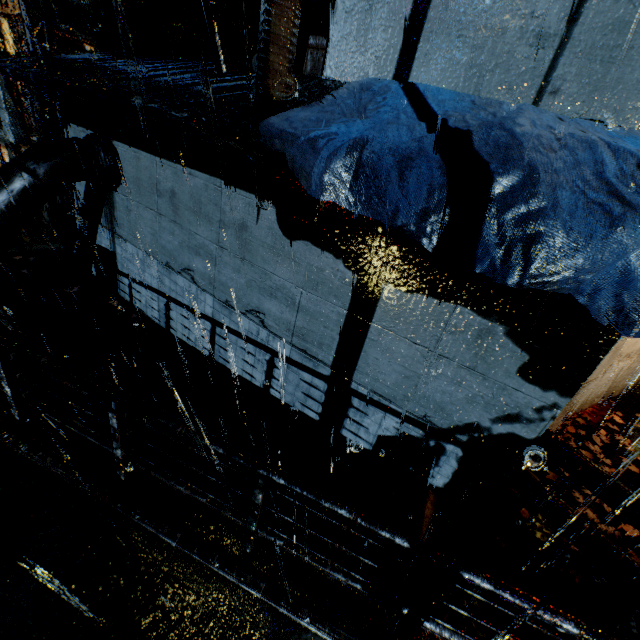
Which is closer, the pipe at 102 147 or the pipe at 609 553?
the pipe at 609 553

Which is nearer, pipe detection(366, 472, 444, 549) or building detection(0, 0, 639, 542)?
building detection(0, 0, 639, 542)

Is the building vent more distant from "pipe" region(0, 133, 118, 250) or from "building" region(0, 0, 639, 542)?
"pipe" region(0, 133, 118, 250)

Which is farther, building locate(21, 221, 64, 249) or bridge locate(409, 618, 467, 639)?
building locate(21, 221, 64, 249)

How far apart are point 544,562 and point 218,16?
11.3m

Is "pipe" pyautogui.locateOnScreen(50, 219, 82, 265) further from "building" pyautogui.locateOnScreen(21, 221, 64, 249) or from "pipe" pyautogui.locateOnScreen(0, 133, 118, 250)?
"pipe" pyautogui.locateOnScreen(0, 133, 118, 250)

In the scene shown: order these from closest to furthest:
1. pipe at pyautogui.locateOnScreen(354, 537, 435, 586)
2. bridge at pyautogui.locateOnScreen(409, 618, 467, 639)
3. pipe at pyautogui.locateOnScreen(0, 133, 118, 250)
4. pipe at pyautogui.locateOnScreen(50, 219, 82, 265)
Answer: bridge at pyautogui.locateOnScreen(409, 618, 467, 639), pipe at pyautogui.locateOnScreen(354, 537, 435, 586), pipe at pyautogui.locateOnScreen(0, 133, 118, 250), pipe at pyautogui.locateOnScreen(50, 219, 82, 265)

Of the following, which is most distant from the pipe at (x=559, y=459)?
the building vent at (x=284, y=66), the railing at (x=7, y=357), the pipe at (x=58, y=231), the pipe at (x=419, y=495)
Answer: the pipe at (x=58, y=231)
